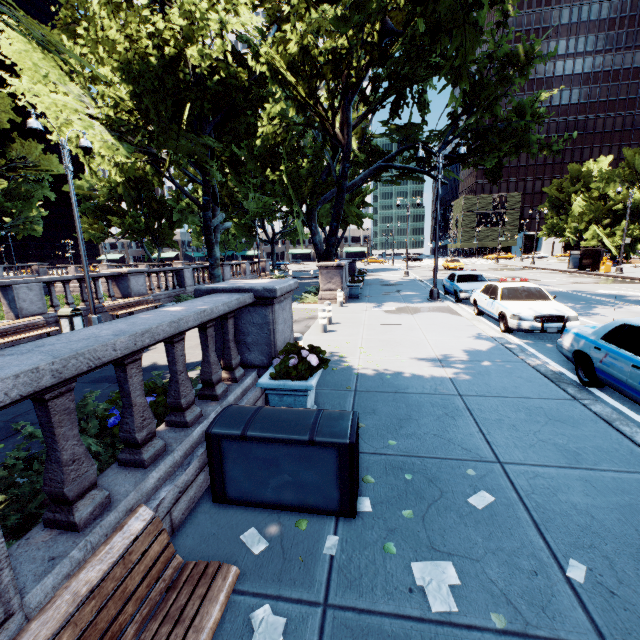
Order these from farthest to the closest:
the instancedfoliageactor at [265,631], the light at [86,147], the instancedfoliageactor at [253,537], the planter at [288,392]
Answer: the light at [86,147]
the planter at [288,392]
the instancedfoliageactor at [253,537]
the instancedfoliageactor at [265,631]

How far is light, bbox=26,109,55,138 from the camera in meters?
10.2 m

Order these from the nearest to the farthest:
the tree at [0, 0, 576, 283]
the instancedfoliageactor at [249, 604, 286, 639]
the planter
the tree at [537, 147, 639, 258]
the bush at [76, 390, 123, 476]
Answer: the instancedfoliageactor at [249, 604, 286, 639] < the bush at [76, 390, 123, 476] < the planter < the tree at [0, 0, 576, 283] < the tree at [537, 147, 639, 258]

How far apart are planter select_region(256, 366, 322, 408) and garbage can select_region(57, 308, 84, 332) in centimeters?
1021cm

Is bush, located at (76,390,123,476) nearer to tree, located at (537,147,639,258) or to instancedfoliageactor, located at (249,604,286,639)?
tree, located at (537,147,639,258)

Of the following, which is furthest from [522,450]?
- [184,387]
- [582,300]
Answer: [582,300]

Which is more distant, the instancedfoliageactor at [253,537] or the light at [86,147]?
the light at [86,147]

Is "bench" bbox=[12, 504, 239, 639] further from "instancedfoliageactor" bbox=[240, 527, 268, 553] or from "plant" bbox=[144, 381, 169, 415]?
"plant" bbox=[144, 381, 169, 415]
